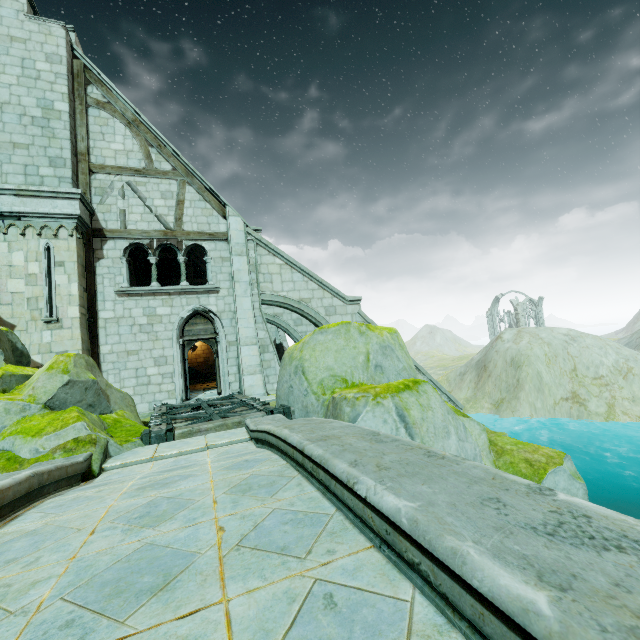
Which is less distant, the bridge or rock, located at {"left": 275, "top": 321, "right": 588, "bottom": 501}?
the bridge

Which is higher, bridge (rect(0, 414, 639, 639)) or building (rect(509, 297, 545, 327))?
building (rect(509, 297, 545, 327))

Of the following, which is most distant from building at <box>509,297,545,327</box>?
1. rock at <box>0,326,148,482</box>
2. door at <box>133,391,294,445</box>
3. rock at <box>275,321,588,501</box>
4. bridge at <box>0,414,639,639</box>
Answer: rock at <box>0,326,148,482</box>

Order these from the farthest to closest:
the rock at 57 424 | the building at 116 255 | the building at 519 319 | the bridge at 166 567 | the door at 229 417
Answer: the building at 519 319 < the building at 116 255 < the door at 229 417 < the rock at 57 424 < the bridge at 166 567

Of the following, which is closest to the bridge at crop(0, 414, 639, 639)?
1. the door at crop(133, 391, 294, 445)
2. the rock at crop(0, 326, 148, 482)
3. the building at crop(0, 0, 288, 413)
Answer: the rock at crop(0, 326, 148, 482)

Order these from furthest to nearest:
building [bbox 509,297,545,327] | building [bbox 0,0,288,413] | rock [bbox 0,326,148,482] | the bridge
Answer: building [bbox 509,297,545,327], building [bbox 0,0,288,413], rock [bbox 0,326,148,482], the bridge

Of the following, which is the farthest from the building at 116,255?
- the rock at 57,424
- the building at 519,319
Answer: the building at 519,319

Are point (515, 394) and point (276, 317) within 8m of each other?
no
